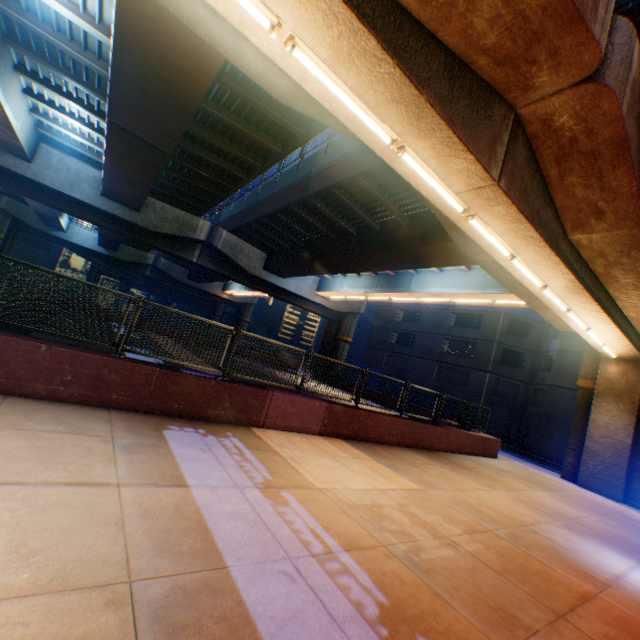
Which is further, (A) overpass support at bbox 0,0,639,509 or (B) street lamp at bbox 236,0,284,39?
(A) overpass support at bbox 0,0,639,509

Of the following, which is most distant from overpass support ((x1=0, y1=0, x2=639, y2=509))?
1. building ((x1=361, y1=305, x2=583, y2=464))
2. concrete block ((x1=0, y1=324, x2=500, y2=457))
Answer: building ((x1=361, y1=305, x2=583, y2=464))

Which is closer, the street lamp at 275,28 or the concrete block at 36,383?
the street lamp at 275,28

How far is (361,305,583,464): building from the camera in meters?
25.6 m

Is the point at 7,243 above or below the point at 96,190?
below

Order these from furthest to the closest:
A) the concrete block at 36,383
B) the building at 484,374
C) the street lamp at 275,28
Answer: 1. the building at 484,374
2. the concrete block at 36,383
3. the street lamp at 275,28

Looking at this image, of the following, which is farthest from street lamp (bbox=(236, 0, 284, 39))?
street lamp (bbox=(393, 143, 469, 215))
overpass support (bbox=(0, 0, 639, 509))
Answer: street lamp (bbox=(393, 143, 469, 215))

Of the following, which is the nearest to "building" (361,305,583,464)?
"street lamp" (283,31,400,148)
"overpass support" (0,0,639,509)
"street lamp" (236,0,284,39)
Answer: "overpass support" (0,0,639,509)
